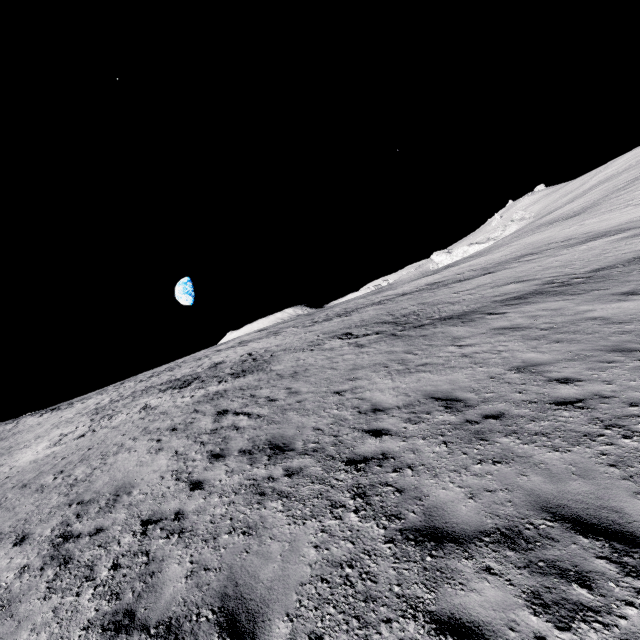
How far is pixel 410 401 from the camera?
8.0 meters
